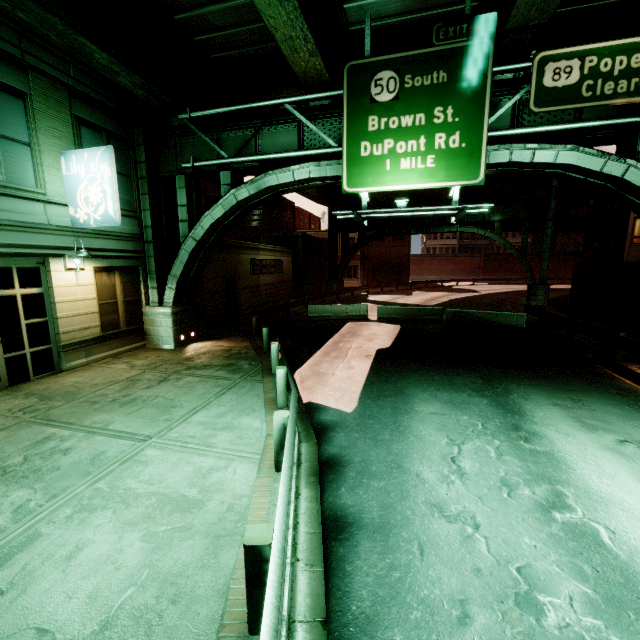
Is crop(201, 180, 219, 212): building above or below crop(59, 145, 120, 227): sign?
above

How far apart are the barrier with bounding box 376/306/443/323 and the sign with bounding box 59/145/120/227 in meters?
14.4

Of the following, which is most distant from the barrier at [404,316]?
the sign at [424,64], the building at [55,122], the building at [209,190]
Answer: the building at [55,122]

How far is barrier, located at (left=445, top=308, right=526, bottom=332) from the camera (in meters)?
17.06

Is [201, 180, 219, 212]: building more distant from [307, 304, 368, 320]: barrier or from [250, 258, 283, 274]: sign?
[307, 304, 368, 320]: barrier

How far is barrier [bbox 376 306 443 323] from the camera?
19.5m

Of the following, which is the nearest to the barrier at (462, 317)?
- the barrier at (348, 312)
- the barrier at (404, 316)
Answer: the barrier at (404, 316)

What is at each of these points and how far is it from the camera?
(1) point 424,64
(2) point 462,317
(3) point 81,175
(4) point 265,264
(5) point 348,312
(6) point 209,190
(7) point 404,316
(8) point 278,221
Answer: (1) sign, 9.1m
(2) barrier, 18.5m
(3) sign, 10.0m
(4) sign, 24.7m
(5) barrier, 21.2m
(6) building, 32.9m
(7) barrier, 20.0m
(8) building, 32.8m
